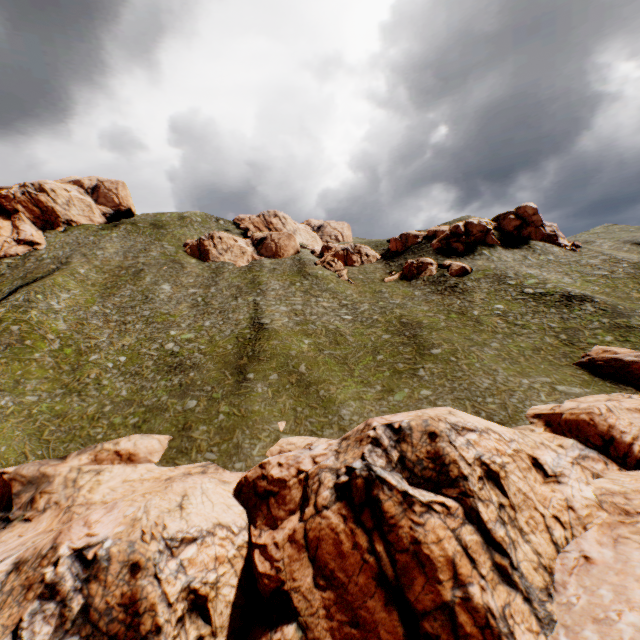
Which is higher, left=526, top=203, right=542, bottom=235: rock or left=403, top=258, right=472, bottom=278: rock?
left=526, top=203, right=542, bottom=235: rock

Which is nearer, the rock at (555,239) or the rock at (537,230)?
the rock at (555,239)

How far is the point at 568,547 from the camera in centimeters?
1603cm

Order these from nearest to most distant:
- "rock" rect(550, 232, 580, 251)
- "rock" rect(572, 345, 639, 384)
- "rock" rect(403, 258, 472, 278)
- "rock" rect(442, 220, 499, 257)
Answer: "rock" rect(572, 345, 639, 384)
"rock" rect(403, 258, 472, 278)
"rock" rect(550, 232, 580, 251)
"rock" rect(442, 220, 499, 257)

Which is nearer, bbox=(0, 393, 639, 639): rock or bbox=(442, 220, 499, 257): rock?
bbox=(0, 393, 639, 639): rock

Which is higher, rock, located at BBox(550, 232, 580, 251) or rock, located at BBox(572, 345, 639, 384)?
rock, located at BBox(550, 232, 580, 251)

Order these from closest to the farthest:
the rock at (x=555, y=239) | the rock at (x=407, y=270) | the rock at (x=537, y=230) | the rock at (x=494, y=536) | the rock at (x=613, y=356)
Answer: the rock at (x=494, y=536), the rock at (x=613, y=356), the rock at (x=407, y=270), the rock at (x=555, y=239), the rock at (x=537, y=230)
